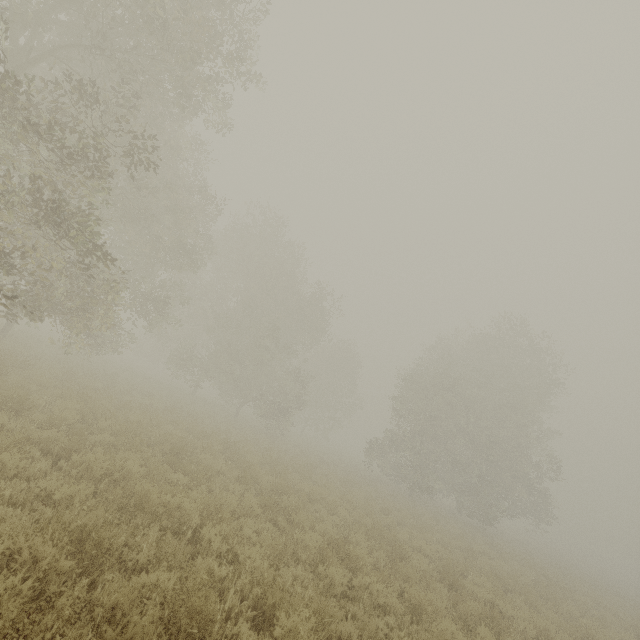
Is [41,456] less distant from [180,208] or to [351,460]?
[180,208]
